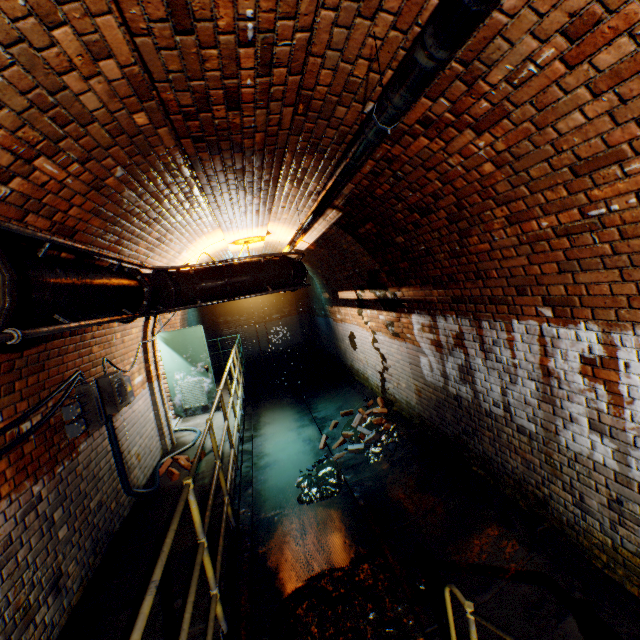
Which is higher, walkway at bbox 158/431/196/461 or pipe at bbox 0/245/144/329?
pipe at bbox 0/245/144/329

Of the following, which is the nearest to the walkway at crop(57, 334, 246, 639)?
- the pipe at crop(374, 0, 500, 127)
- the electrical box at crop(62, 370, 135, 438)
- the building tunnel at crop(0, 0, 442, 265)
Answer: the building tunnel at crop(0, 0, 442, 265)

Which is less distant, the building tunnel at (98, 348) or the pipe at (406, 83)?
the pipe at (406, 83)

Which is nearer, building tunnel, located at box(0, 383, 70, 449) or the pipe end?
the pipe end

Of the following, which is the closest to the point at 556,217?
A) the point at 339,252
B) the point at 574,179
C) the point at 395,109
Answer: the point at 574,179

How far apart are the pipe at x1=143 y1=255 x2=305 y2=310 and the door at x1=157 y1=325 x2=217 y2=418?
3.04m

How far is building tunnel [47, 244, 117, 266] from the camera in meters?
2.7 m

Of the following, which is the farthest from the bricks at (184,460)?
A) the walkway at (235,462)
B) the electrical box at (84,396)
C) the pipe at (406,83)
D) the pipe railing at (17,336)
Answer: the pipe at (406,83)
